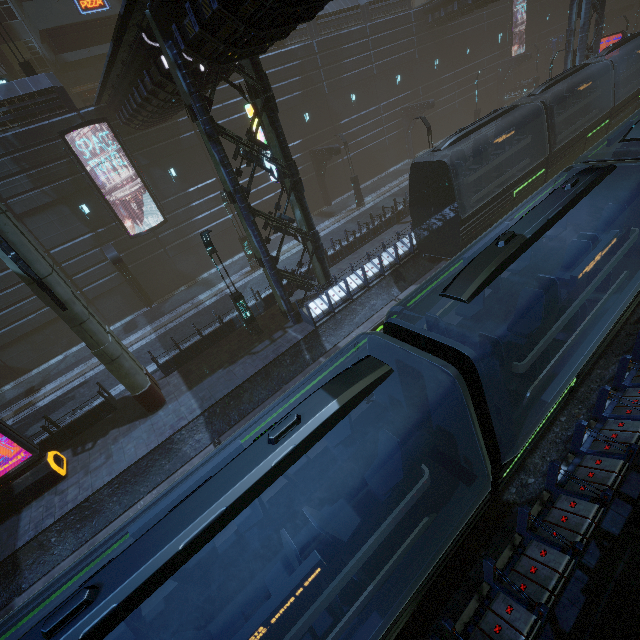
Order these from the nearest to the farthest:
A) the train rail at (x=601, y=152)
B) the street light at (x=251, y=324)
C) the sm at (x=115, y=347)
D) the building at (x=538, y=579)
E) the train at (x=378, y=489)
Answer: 1. the train at (x=378, y=489)
2. the building at (x=538, y=579)
3. the sm at (x=115, y=347)
4. the street light at (x=251, y=324)
5. the train rail at (x=601, y=152)

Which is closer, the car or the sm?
the sm

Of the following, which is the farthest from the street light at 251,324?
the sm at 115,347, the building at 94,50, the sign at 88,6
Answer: the sign at 88,6

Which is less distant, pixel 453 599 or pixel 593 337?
pixel 453 599

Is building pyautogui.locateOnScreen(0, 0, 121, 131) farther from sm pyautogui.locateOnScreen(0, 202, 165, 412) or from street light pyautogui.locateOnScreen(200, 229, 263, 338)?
street light pyautogui.locateOnScreen(200, 229, 263, 338)

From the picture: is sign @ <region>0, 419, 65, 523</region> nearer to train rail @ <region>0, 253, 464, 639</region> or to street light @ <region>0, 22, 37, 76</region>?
train rail @ <region>0, 253, 464, 639</region>

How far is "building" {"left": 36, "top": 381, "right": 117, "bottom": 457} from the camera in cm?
1346

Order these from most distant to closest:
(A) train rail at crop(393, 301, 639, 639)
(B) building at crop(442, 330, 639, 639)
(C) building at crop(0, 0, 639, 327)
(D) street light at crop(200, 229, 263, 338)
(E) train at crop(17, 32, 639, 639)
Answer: (D) street light at crop(200, 229, 263, 338), (C) building at crop(0, 0, 639, 327), (A) train rail at crop(393, 301, 639, 639), (B) building at crop(442, 330, 639, 639), (E) train at crop(17, 32, 639, 639)
